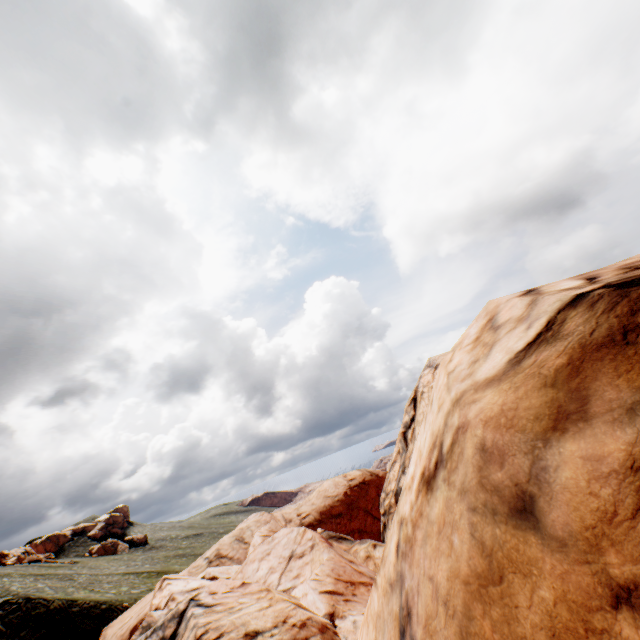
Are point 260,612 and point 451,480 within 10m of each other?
no
